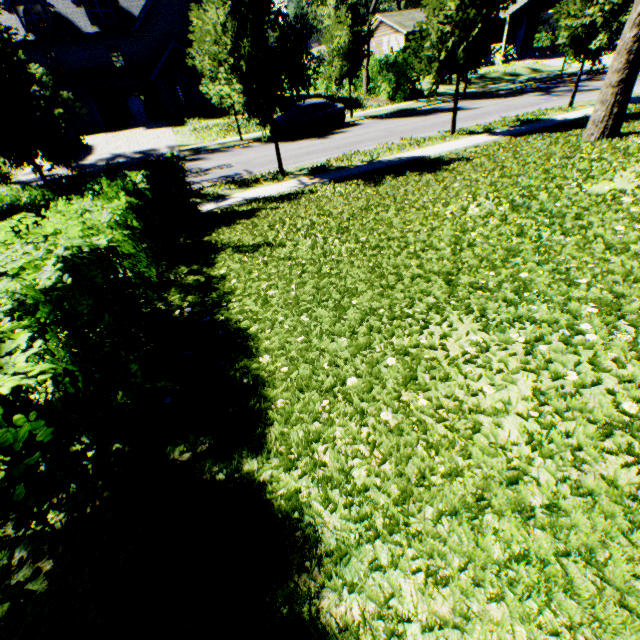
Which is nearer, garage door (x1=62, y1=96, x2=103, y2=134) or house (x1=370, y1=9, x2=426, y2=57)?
garage door (x1=62, y1=96, x2=103, y2=134)

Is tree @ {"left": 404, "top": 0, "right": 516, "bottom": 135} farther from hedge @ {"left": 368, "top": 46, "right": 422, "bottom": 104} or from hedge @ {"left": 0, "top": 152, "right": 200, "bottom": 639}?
hedge @ {"left": 0, "top": 152, "right": 200, "bottom": 639}

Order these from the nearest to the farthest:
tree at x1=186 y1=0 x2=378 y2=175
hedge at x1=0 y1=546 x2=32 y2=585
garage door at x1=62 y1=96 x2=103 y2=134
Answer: hedge at x1=0 y1=546 x2=32 y2=585 < tree at x1=186 y1=0 x2=378 y2=175 < garage door at x1=62 y1=96 x2=103 y2=134

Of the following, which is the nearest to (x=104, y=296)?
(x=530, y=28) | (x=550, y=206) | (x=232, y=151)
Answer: (x=550, y=206)

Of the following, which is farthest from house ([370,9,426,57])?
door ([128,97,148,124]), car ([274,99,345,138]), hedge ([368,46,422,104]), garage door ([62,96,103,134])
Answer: garage door ([62,96,103,134])

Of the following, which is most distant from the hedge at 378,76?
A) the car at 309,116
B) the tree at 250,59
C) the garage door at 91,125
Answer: the garage door at 91,125

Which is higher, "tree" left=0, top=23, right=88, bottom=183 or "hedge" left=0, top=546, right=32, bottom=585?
"tree" left=0, top=23, right=88, bottom=183

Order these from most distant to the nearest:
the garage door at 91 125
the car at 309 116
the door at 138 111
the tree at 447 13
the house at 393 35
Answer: the house at 393 35
the door at 138 111
the garage door at 91 125
the car at 309 116
the tree at 447 13
